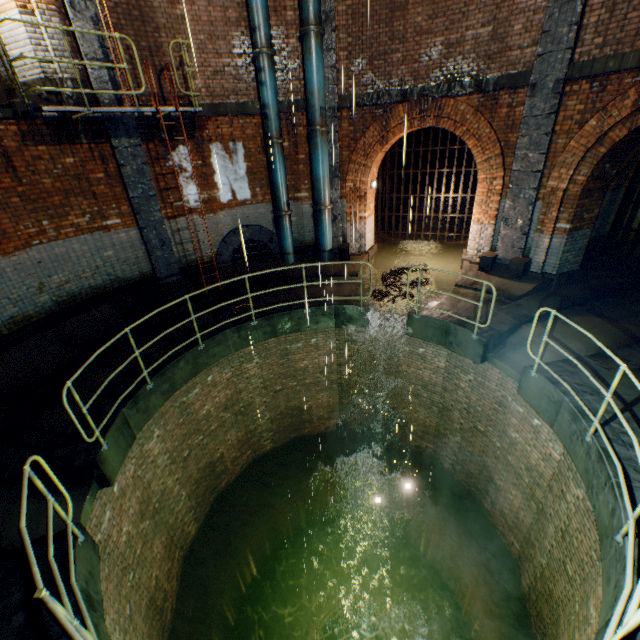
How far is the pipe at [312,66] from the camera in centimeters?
815cm

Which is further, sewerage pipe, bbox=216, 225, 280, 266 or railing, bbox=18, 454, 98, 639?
sewerage pipe, bbox=216, 225, 280, 266

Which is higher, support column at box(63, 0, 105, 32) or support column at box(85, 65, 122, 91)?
support column at box(63, 0, 105, 32)

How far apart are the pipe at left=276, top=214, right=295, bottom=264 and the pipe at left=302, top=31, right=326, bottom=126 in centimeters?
249cm

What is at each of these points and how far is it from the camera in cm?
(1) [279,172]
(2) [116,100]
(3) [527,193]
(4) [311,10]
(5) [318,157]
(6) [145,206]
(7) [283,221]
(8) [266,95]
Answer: (1) pipe, 952
(2) support column, 753
(3) support column, 809
(4) pipe, 784
(5) pipe, 938
(6) support column, 862
(7) pipe, 1016
(8) pipe, 860

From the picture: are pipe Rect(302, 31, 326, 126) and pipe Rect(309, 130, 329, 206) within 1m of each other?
yes

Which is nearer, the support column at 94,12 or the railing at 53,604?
the railing at 53,604

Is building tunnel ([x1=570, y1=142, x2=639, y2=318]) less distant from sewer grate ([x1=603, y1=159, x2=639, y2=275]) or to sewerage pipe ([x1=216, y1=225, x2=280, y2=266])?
sewer grate ([x1=603, y1=159, x2=639, y2=275])
